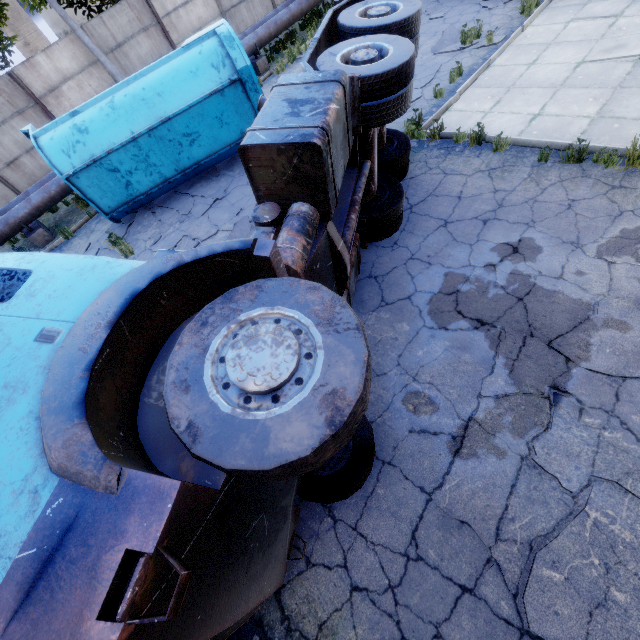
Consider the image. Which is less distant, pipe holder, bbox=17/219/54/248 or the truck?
the truck

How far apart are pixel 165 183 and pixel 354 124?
7.0 meters

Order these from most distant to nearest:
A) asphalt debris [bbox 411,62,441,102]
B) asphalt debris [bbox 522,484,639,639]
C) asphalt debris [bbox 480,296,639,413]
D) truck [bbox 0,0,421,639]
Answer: asphalt debris [bbox 411,62,441,102]
asphalt debris [bbox 480,296,639,413]
asphalt debris [bbox 522,484,639,639]
truck [bbox 0,0,421,639]

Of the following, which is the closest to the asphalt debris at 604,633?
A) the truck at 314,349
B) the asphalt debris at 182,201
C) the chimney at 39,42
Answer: the truck at 314,349

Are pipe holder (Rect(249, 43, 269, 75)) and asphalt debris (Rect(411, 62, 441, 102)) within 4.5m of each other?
no

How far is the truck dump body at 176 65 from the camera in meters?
7.9 m

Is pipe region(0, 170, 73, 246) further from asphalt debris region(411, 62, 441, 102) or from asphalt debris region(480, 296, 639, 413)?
asphalt debris region(411, 62, 441, 102)

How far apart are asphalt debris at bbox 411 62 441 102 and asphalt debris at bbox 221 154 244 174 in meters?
3.5 m
